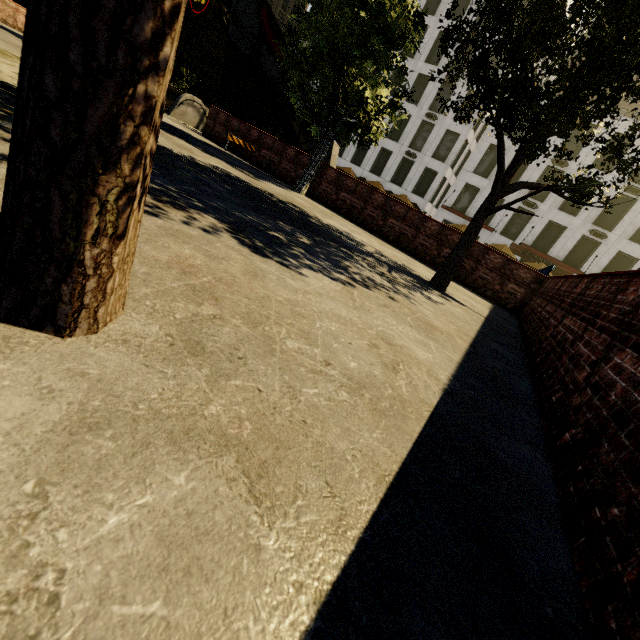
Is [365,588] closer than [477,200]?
Yes

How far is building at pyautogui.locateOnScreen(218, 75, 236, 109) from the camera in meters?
48.7 m

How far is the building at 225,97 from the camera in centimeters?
4872cm

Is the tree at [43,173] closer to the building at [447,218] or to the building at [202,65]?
the building at [202,65]

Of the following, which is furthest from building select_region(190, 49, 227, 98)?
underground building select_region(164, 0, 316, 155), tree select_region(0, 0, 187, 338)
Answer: underground building select_region(164, 0, 316, 155)

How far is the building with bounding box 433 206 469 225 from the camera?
Result: 33.8m

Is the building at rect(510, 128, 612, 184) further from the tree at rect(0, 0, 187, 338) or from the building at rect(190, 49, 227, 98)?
the building at rect(190, 49, 227, 98)

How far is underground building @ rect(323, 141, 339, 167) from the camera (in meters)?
22.14
